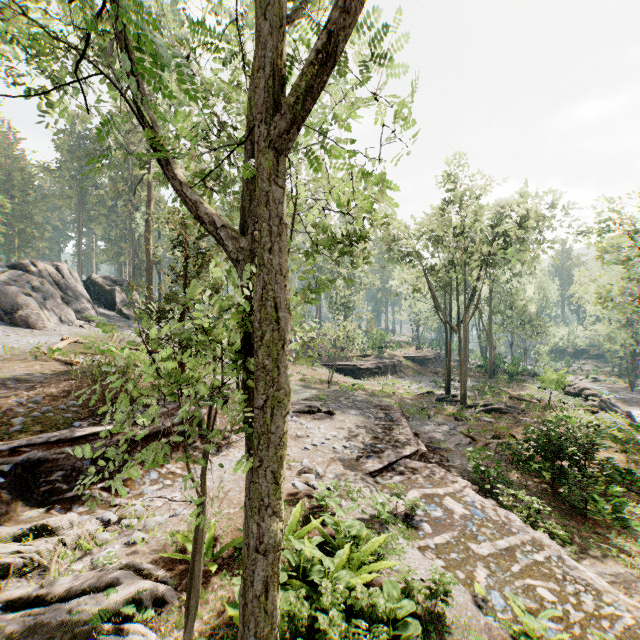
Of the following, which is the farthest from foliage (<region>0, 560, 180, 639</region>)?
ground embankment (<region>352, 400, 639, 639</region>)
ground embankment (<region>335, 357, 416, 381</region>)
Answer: ground embankment (<region>335, 357, 416, 381</region>)

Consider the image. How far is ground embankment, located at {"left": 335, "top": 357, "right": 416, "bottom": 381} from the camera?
36.8m

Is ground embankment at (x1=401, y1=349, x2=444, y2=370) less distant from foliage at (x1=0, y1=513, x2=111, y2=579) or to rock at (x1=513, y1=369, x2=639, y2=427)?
foliage at (x1=0, y1=513, x2=111, y2=579)

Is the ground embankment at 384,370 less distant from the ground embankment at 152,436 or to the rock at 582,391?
the rock at 582,391

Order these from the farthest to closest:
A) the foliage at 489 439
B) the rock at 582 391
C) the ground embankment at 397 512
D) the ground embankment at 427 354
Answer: the ground embankment at 427 354 → the rock at 582 391 → the foliage at 489 439 → the ground embankment at 397 512

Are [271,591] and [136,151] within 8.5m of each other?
yes

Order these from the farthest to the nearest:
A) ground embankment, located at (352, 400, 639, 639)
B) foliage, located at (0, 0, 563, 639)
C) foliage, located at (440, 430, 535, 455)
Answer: foliage, located at (440, 430, 535, 455) → ground embankment, located at (352, 400, 639, 639) → foliage, located at (0, 0, 563, 639)

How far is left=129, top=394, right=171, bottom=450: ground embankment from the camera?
10.33m
